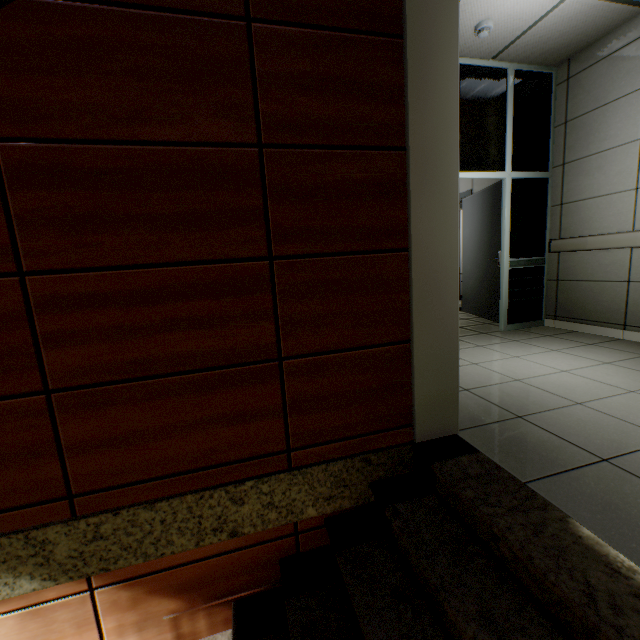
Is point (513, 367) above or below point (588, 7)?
below

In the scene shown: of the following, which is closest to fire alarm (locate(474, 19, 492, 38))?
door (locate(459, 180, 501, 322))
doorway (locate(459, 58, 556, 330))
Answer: doorway (locate(459, 58, 556, 330))

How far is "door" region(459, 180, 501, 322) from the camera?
4.65m

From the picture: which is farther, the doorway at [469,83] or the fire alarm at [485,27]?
the doorway at [469,83]

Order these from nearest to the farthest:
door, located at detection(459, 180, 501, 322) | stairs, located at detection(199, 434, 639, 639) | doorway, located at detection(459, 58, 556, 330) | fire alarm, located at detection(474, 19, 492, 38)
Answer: stairs, located at detection(199, 434, 639, 639) → fire alarm, located at detection(474, 19, 492, 38) → doorway, located at detection(459, 58, 556, 330) → door, located at detection(459, 180, 501, 322)

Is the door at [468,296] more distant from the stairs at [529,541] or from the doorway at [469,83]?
the stairs at [529,541]

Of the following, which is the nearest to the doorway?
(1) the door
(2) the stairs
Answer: (1) the door

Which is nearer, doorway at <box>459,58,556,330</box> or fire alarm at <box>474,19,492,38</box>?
fire alarm at <box>474,19,492,38</box>
